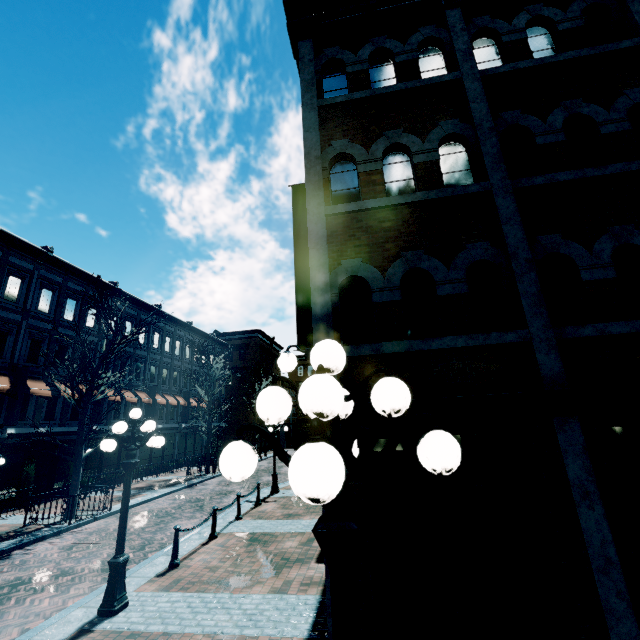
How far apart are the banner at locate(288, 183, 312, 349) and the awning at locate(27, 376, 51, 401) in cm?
1664

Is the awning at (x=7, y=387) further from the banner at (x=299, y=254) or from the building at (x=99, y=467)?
the banner at (x=299, y=254)

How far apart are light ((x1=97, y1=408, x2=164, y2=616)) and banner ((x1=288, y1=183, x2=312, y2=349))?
3.5m

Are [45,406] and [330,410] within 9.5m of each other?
no

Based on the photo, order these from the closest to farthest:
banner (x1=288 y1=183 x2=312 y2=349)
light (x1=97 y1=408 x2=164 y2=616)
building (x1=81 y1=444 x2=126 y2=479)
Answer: light (x1=97 y1=408 x2=164 y2=616)
banner (x1=288 y1=183 x2=312 y2=349)
building (x1=81 y1=444 x2=126 y2=479)

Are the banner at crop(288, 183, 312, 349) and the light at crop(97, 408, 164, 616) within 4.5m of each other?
yes

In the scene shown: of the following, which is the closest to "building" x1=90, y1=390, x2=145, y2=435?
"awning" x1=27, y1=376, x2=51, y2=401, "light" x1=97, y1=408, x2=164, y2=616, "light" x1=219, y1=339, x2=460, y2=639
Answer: "awning" x1=27, y1=376, x2=51, y2=401

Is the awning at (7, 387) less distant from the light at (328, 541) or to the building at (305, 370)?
the building at (305, 370)
